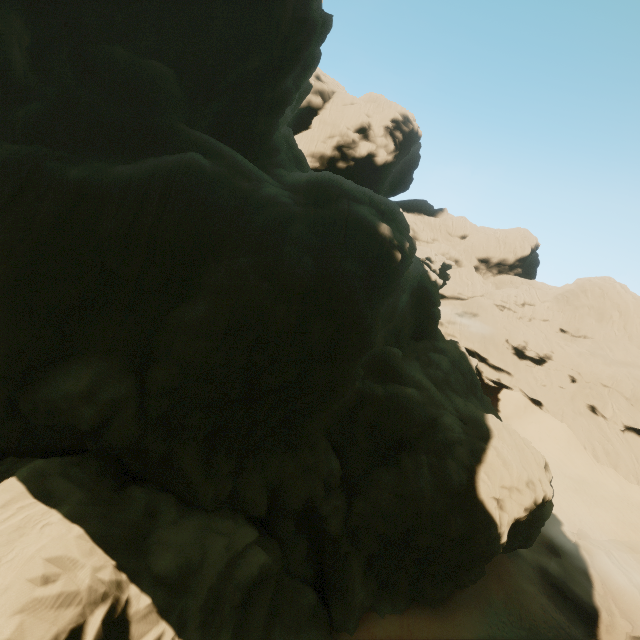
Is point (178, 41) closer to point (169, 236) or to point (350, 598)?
point (169, 236)

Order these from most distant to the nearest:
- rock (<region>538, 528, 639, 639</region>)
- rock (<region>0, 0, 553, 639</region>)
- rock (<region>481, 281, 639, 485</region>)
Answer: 1. rock (<region>481, 281, 639, 485</region>)
2. rock (<region>538, 528, 639, 639</region>)
3. rock (<region>0, 0, 553, 639</region>)

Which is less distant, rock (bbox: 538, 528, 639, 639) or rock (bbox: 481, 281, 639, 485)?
rock (bbox: 538, 528, 639, 639)

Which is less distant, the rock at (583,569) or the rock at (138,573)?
the rock at (138,573)

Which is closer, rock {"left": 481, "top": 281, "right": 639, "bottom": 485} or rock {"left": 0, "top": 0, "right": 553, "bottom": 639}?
rock {"left": 0, "top": 0, "right": 553, "bottom": 639}

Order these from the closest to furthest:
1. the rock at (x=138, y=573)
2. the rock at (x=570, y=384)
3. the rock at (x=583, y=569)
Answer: the rock at (x=138, y=573) → the rock at (x=583, y=569) → the rock at (x=570, y=384)

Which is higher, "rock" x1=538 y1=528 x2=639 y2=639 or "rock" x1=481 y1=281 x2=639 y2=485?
"rock" x1=481 y1=281 x2=639 y2=485
